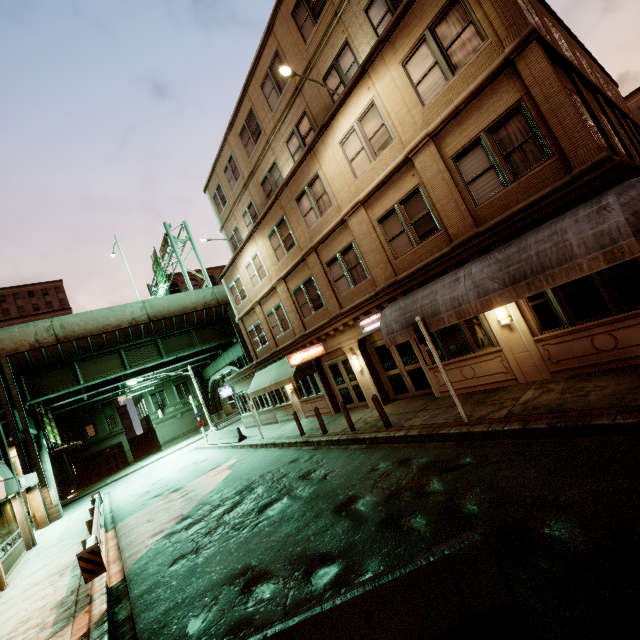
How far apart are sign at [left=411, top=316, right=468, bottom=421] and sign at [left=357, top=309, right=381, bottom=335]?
3.9m

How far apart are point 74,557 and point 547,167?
19.9 meters

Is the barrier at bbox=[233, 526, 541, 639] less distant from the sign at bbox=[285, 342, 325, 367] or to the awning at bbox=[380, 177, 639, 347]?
the awning at bbox=[380, 177, 639, 347]

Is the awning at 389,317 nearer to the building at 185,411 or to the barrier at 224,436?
the barrier at 224,436

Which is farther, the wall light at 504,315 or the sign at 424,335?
the wall light at 504,315

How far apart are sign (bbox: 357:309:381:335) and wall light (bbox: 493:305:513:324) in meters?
4.1

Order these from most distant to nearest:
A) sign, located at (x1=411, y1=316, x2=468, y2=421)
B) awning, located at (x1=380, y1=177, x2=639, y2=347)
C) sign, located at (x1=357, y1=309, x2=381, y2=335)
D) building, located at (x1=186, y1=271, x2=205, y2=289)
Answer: building, located at (x1=186, y1=271, x2=205, y2=289), sign, located at (x1=357, y1=309, x2=381, y2=335), sign, located at (x1=411, y1=316, x2=468, y2=421), awning, located at (x1=380, y1=177, x2=639, y2=347)

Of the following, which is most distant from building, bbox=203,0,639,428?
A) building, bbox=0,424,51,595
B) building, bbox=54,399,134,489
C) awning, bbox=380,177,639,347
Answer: building, bbox=54,399,134,489
